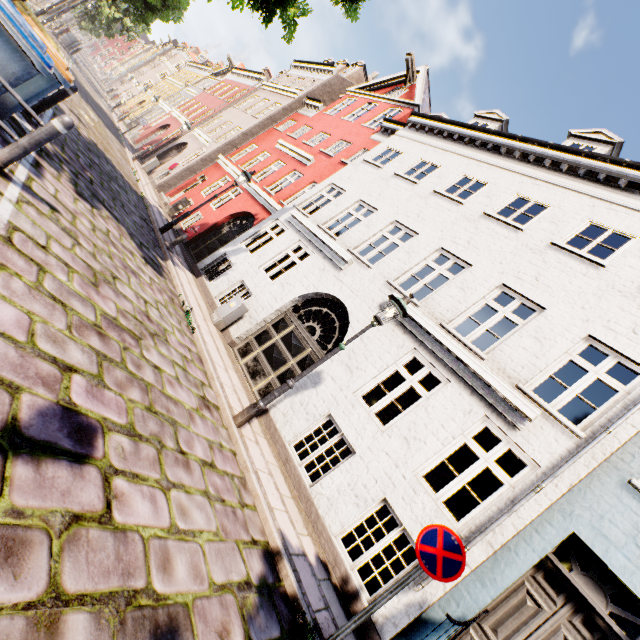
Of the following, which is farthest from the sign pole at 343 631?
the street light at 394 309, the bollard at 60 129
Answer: the bollard at 60 129

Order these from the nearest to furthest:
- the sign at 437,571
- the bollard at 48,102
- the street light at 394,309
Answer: the sign at 437,571, the street light at 394,309, the bollard at 48,102

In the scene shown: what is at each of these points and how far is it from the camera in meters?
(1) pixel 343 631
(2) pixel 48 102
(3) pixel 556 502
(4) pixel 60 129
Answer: (1) sign pole, 3.5 m
(2) bollard, 6.6 m
(3) building, 5.1 m
(4) bollard, 4.0 m

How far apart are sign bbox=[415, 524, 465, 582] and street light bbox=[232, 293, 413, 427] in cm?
290

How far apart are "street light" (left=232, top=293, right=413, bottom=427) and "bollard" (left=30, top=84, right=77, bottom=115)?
7.37m

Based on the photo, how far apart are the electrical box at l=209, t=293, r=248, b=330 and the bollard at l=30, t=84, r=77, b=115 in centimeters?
565cm

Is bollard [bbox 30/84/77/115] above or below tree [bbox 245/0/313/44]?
below

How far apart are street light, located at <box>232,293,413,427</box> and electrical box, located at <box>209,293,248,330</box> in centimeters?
422cm
